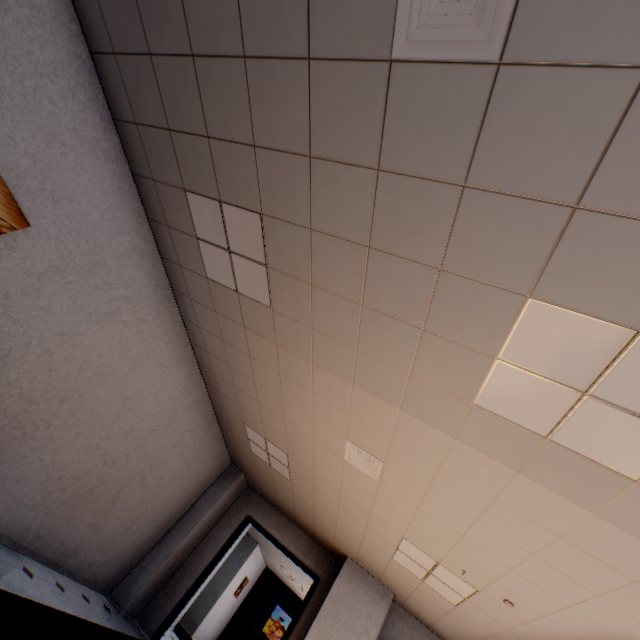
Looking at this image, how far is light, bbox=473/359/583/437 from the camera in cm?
199

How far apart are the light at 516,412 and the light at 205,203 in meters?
2.0 m

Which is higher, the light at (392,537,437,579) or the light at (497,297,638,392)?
the light at (497,297,638,392)

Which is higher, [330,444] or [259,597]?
[330,444]

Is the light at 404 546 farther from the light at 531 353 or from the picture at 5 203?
the picture at 5 203

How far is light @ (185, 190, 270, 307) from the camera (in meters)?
2.84

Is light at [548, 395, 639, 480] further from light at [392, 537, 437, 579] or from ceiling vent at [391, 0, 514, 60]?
light at [392, 537, 437, 579]

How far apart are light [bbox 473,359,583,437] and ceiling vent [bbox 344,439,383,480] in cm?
167
